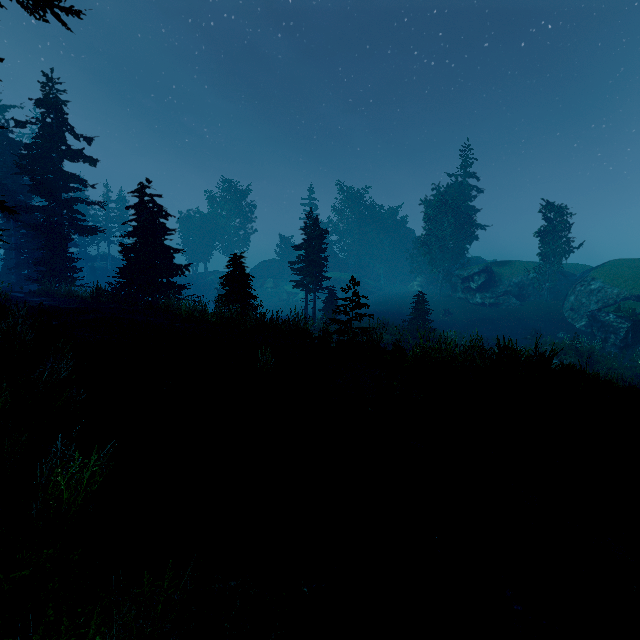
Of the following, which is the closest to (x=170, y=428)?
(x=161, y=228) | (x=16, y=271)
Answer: (x=161, y=228)

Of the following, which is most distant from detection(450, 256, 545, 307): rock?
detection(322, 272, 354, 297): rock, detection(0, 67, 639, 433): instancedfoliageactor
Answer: detection(322, 272, 354, 297): rock

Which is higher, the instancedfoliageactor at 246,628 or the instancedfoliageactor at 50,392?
the instancedfoliageactor at 50,392

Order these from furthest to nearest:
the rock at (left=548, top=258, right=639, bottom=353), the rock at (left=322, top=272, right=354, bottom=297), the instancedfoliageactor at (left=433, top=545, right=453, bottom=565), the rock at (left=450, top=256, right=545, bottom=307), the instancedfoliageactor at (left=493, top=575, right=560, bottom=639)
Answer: the rock at (left=322, top=272, right=354, bottom=297) < the rock at (left=450, top=256, right=545, bottom=307) < the rock at (left=548, top=258, right=639, bottom=353) < the instancedfoliageactor at (left=433, top=545, right=453, bottom=565) < the instancedfoliageactor at (left=493, top=575, right=560, bottom=639)

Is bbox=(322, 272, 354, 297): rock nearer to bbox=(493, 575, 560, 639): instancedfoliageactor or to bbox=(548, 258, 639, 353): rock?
bbox=(493, 575, 560, 639): instancedfoliageactor

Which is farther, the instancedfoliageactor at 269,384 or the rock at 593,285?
the rock at 593,285

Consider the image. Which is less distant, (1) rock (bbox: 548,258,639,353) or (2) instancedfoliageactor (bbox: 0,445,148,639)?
(2) instancedfoliageactor (bbox: 0,445,148,639)
